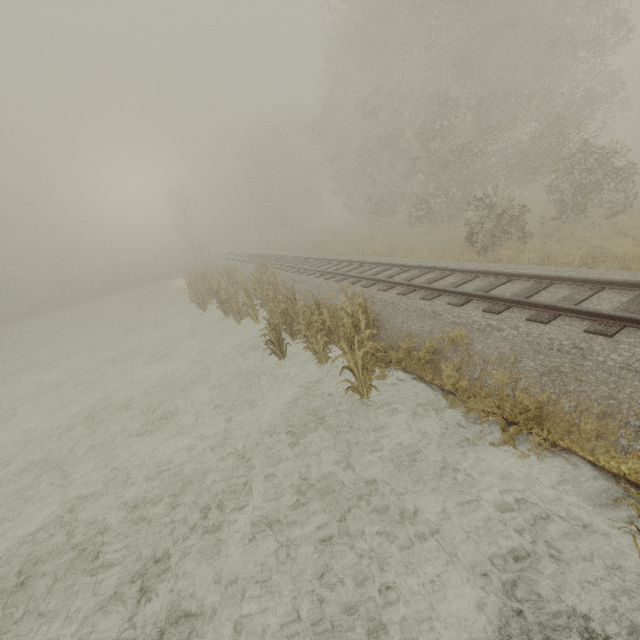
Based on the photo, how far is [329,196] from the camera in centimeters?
4981cm
